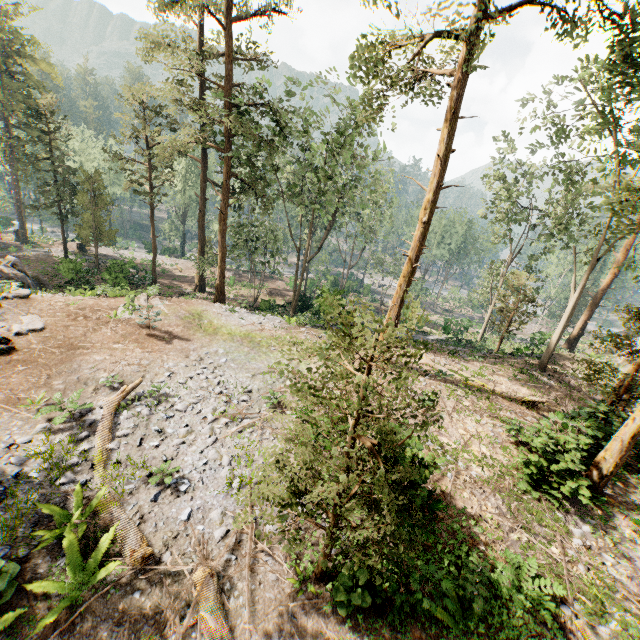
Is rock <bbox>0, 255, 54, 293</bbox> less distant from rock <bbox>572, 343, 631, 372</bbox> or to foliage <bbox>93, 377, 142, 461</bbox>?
foliage <bbox>93, 377, 142, 461</bbox>

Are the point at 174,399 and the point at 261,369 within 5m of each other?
yes

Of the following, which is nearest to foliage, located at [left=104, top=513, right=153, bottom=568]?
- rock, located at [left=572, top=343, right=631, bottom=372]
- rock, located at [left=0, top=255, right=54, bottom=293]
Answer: rock, located at [left=572, top=343, right=631, bottom=372]

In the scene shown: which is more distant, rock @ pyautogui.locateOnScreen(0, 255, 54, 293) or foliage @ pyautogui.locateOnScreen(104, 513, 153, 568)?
rock @ pyautogui.locateOnScreen(0, 255, 54, 293)

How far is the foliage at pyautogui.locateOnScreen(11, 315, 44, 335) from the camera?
13.8 meters

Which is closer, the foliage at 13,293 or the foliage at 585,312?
the foliage at 585,312

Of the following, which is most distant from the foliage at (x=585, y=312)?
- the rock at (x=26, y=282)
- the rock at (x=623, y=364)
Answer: the rock at (x=26, y=282)
